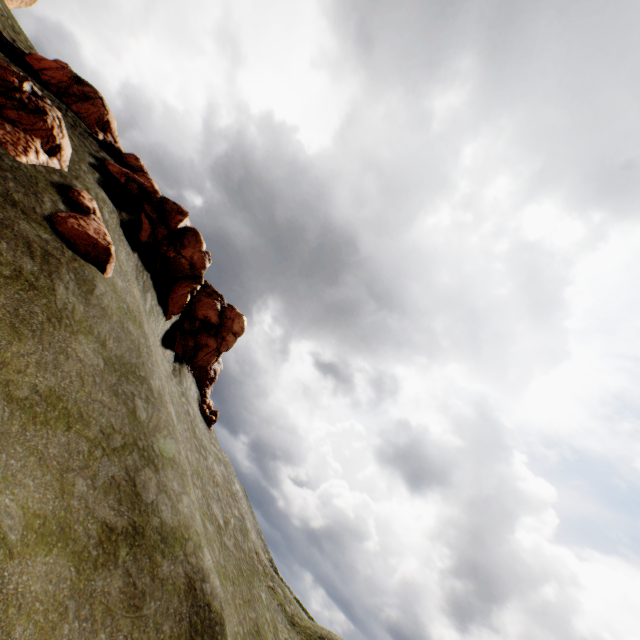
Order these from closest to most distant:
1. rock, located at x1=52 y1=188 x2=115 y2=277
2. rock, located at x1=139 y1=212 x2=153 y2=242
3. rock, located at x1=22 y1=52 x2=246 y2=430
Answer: rock, located at x1=52 y1=188 x2=115 y2=277
rock, located at x1=139 y1=212 x2=153 y2=242
rock, located at x1=22 y1=52 x2=246 y2=430

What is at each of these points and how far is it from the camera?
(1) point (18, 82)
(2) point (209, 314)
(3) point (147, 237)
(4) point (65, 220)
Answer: (1) rock, 14.7m
(2) rock, 33.2m
(3) rock, 21.8m
(4) rock, 13.2m

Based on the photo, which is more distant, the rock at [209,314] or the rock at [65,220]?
the rock at [209,314]

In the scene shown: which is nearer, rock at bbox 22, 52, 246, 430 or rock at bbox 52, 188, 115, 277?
rock at bbox 52, 188, 115, 277

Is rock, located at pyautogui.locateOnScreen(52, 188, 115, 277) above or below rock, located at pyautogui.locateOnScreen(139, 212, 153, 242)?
below

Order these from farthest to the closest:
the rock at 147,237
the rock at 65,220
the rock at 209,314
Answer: the rock at 209,314 → the rock at 147,237 → the rock at 65,220

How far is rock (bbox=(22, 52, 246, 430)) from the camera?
23.7 meters
